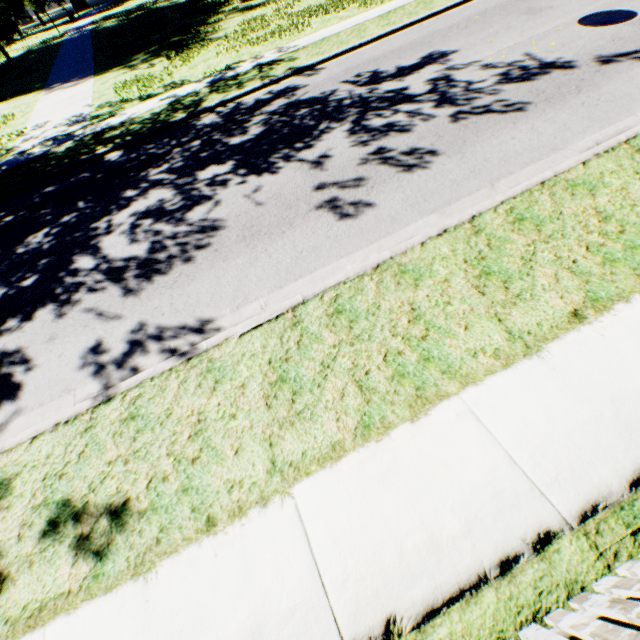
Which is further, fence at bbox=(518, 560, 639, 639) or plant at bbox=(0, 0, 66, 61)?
plant at bbox=(0, 0, 66, 61)

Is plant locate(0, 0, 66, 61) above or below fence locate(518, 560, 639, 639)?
above

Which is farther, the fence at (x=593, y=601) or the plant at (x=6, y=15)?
the plant at (x=6, y=15)

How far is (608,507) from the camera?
2.31m

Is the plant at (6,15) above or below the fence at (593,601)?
above
